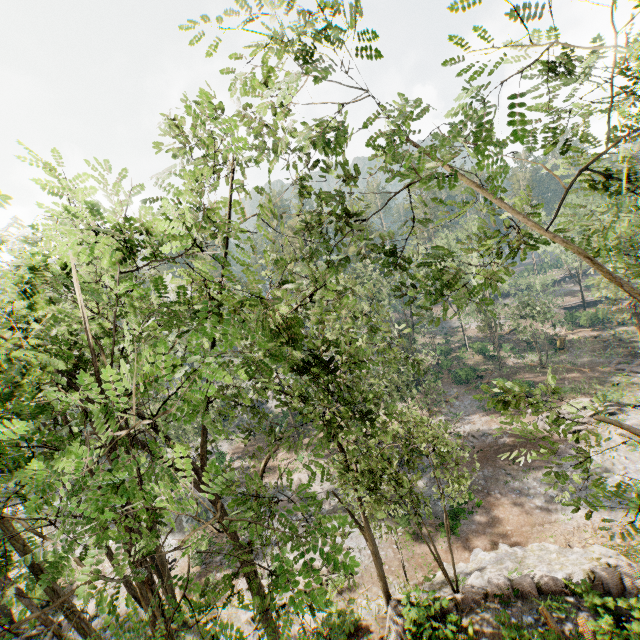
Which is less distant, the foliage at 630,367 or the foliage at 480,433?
the foliage at 480,433

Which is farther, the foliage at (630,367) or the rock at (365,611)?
the foliage at (630,367)

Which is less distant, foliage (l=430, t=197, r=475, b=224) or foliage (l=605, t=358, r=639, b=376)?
foliage (l=430, t=197, r=475, b=224)

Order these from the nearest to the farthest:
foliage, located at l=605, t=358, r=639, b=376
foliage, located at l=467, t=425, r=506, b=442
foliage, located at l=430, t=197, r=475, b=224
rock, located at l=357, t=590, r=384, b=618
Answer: foliage, located at l=430, t=197, r=475, b=224 < foliage, located at l=467, t=425, r=506, b=442 < rock, located at l=357, t=590, r=384, b=618 < foliage, located at l=605, t=358, r=639, b=376

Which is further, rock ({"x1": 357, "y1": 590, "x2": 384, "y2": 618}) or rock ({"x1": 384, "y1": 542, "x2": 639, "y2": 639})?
rock ({"x1": 357, "y1": 590, "x2": 384, "y2": 618})

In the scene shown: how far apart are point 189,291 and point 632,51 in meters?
6.8 m
